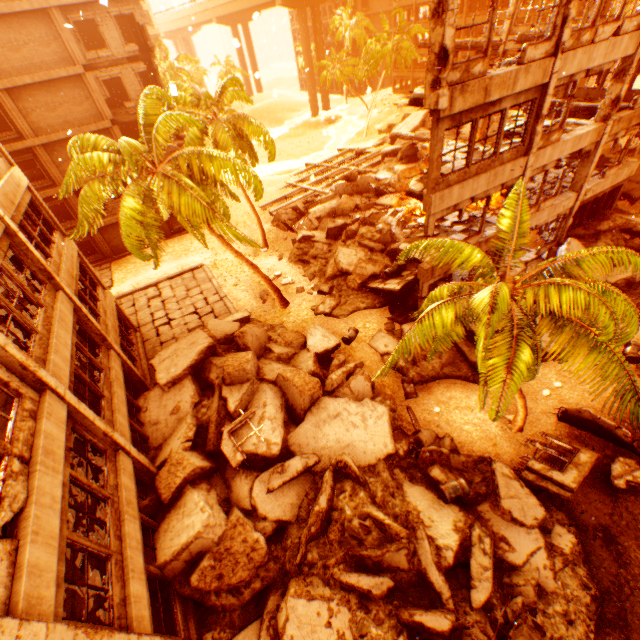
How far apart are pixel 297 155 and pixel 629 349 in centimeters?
5025cm

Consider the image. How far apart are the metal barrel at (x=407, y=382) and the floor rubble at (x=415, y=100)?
9.83m

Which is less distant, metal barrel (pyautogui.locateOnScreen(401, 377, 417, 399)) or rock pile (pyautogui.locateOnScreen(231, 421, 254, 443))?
rock pile (pyautogui.locateOnScreen(231, 421, 254, 443))

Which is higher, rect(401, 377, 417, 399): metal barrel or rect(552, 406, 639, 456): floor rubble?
rect(552, 406, 639, 456): floor rubble

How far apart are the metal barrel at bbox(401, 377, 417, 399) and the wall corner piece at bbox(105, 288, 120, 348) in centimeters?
1212cm

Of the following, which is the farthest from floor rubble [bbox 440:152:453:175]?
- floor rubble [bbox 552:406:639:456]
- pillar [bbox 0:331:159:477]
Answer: pillar [bbox 0:331:159:477]

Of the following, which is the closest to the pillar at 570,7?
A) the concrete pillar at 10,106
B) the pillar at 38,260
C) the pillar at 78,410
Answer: the pillar at 78,410

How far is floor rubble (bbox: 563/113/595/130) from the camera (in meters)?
14.05
